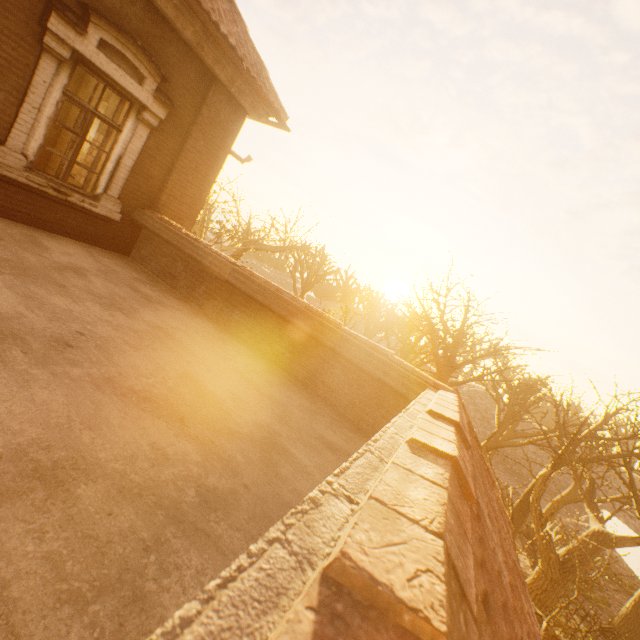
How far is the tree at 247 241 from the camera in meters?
14.4 m

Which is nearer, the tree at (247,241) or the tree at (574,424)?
the tree at (574,424)

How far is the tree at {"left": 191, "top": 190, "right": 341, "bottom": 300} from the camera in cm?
1438

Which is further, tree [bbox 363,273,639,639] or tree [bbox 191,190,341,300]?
tree [bbox 191,190,341,300]

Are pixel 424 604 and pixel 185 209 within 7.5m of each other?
no
